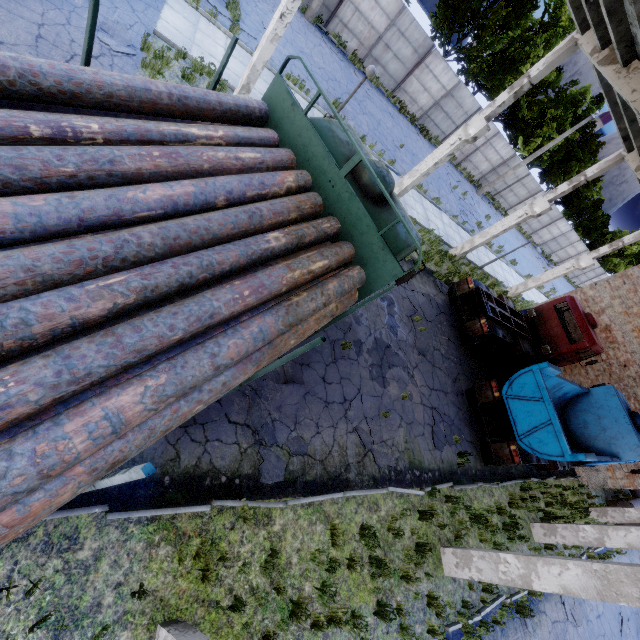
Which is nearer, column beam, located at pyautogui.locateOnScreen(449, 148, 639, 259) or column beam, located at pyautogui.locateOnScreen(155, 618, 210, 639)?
column beam, located at pyautogui.locateOnScreen(155, 618, 210, 639)

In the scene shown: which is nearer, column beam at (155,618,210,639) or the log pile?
the log pile

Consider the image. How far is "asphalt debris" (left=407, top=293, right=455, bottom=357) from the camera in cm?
1201

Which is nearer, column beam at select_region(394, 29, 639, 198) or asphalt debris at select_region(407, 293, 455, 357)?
column beam at select_region(394, 29, 639, 198)

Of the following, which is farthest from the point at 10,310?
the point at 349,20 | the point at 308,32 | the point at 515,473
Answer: the point at 349,20

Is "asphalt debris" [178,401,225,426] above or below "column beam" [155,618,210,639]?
below

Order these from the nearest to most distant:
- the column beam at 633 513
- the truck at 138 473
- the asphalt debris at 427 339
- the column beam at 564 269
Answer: the truck at 138 473 < the asphalt debris at 427 339 < the column beam at 633 513 < the column beam at 564 269

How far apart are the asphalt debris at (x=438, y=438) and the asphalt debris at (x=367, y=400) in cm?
170
